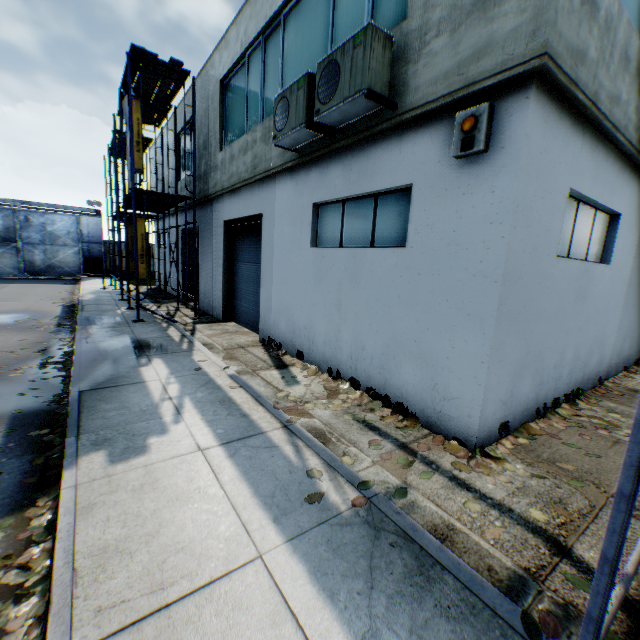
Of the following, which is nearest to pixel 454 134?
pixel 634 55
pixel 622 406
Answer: pixel 634 55

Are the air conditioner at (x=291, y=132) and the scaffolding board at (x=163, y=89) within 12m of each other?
yes

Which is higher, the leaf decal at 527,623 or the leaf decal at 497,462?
the leaf decal at 497,462

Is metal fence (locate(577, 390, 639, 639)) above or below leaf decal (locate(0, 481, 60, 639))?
above

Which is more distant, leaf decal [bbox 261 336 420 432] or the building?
leaf decal [bbox 261 336 420 432]

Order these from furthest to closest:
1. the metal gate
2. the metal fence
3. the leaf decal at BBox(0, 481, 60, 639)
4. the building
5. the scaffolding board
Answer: the metal gate < the scaffolding board < the building < the leaf decal at BBox(0, 481, 60, 639) < the metal fence

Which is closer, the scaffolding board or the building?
the building

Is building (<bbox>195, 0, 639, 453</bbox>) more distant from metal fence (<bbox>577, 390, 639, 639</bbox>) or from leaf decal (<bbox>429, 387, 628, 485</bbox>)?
metal fence (<bbox>577, 390, 639, 639</bbox>)
